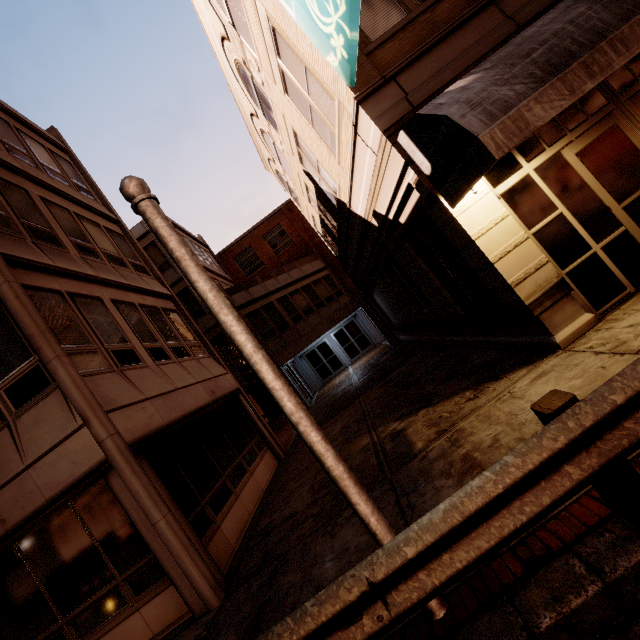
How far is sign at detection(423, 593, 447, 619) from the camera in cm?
266

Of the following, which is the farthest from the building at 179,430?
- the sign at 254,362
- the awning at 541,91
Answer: the sign at 254,362

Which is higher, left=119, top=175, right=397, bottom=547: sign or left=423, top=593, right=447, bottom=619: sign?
left=119, top=175, right=397, bottom=547: sign

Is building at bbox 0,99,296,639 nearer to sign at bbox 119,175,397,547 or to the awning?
the awning

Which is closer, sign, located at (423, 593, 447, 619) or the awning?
sign, located at (423, 593, 447, 619)

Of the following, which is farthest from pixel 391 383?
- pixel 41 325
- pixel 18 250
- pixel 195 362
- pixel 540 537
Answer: pixel 18 250

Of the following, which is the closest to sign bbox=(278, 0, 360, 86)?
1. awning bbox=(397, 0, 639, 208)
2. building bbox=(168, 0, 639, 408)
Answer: building bbox=(168, 0, 639, 408)

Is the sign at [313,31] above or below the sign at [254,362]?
above
